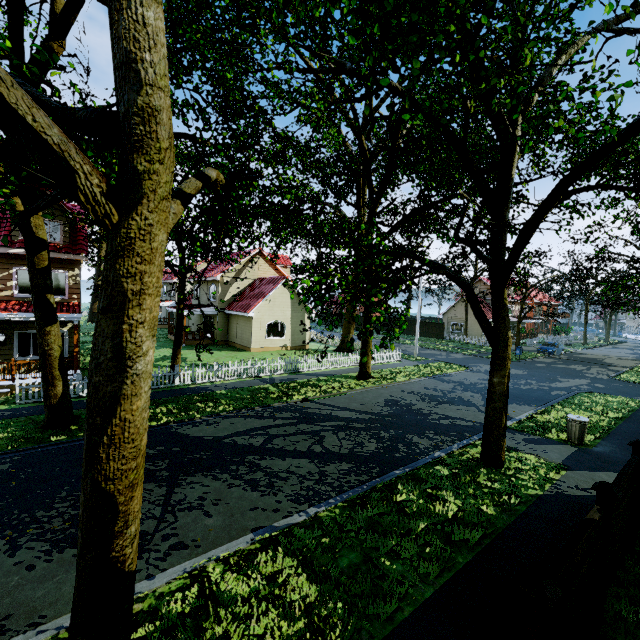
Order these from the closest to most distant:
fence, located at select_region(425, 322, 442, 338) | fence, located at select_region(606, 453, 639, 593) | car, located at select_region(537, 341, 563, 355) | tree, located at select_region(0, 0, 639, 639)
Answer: tree, located at select_region(0, 0, 639, 639)
fence, located at select_region(606, 453, 639, 593)
car, located at select_region(537, 341, 563, 355)
fence, located at select_region(425, 322, 442, 338)

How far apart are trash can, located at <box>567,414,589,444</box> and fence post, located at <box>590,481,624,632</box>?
8.44m

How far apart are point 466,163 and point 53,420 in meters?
15.9 m

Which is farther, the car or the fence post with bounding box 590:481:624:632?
the car

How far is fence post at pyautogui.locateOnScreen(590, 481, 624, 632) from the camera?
4.68m

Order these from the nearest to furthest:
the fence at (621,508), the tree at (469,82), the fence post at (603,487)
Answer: the tree at (469,82) → the fence post at (603,487) → the fence at (621,508)

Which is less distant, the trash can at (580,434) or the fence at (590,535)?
the fence at (590,535)

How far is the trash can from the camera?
11.7 meters
